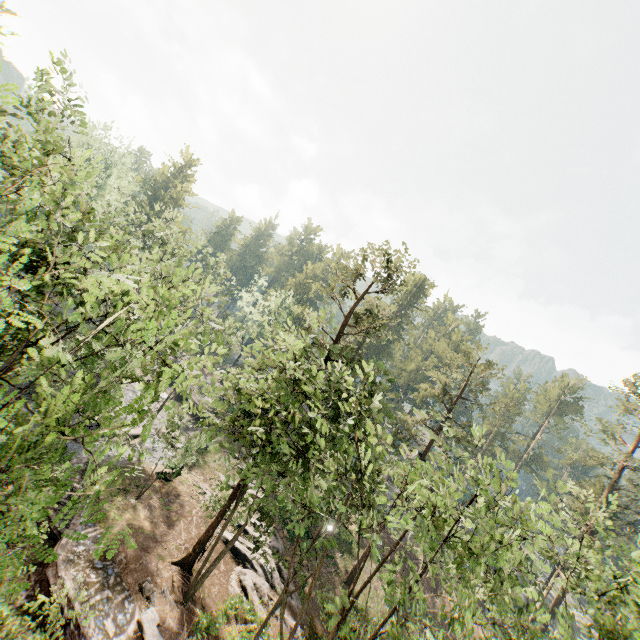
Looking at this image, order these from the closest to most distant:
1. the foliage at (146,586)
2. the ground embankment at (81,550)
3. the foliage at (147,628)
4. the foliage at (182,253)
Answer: the foliage at (182,253) → the ground embankment at (81,550) → the foliage at (147,628) → the foliage at (146,586)

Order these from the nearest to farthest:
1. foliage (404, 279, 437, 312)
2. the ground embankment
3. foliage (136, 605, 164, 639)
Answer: the ground embankment
foliage (136, 605, 164, 639)
foliage (404, 279, 437, 312)

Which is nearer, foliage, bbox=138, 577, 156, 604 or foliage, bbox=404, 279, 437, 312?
foliage, bbox=138, 577, 156, 604

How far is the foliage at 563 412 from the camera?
57.9m

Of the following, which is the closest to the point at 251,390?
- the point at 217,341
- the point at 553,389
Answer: the point at 217,341

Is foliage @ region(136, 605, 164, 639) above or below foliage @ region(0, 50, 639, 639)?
below
